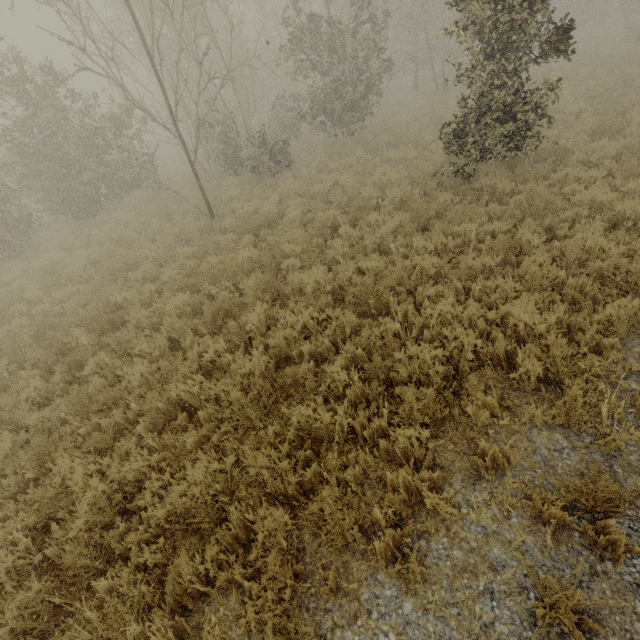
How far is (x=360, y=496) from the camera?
3.48m
